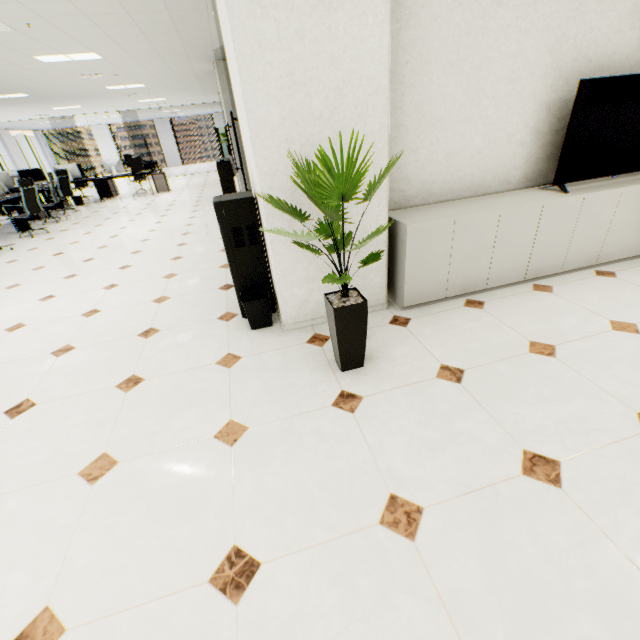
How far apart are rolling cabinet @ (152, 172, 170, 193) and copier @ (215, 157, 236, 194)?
3.7m

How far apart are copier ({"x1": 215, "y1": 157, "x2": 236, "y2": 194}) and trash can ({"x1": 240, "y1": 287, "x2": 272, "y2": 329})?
6.8 meters

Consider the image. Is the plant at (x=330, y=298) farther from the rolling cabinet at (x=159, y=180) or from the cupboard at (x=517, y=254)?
the rolling cabinet at (x=159, y=180)

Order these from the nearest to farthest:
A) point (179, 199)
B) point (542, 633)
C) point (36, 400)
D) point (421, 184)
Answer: point (542, 633) → point (36, 400) → point (421, 184) → point (179, 199)

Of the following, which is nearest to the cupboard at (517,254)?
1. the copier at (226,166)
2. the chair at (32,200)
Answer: the copier at (226,166)

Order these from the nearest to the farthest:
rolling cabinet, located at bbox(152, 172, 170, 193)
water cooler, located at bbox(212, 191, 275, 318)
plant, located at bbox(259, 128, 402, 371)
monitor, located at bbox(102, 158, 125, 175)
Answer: plant, located at bbox(259, 128, 402, 371), water cooler, located at bbox(212, 191, 275, 318), monitor, located at bbox(102, 158, 125, 175), rolling cabinet, located at bbox(152, 172, 170, 193)

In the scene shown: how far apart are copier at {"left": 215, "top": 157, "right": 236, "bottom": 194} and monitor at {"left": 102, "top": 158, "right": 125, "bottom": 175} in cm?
Answer: 421

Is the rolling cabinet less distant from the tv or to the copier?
the copier
